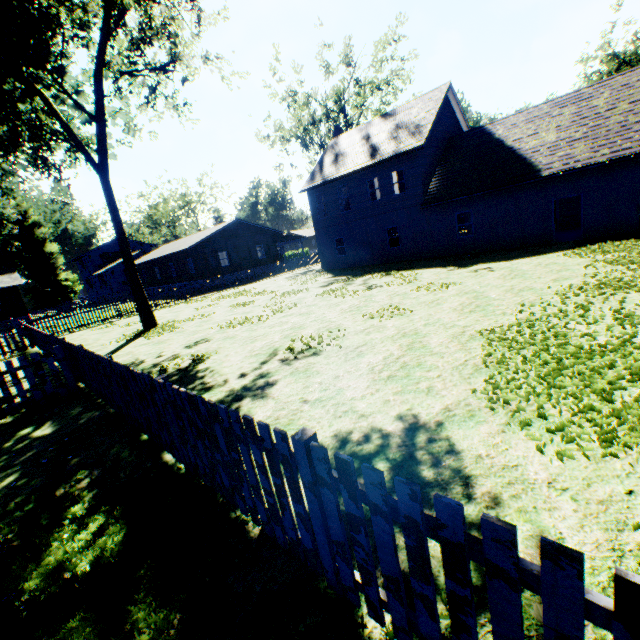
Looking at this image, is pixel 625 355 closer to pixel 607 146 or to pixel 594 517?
pixel 594 517

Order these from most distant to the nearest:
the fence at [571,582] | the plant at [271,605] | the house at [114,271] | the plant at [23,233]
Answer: the house at [114,271] → the plant at [23,233] → the plant at [271,605] → the fence at [571,582]

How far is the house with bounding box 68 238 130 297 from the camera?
48.1m

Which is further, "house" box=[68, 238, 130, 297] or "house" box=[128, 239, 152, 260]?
"house" box=[128, 239, 152, 260]

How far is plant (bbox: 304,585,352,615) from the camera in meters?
2.2 m

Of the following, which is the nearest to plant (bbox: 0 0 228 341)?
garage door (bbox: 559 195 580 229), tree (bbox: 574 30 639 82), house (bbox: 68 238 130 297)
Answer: house (bbox: 68 238 130 297)

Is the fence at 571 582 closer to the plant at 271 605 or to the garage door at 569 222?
the plant at 271 605
